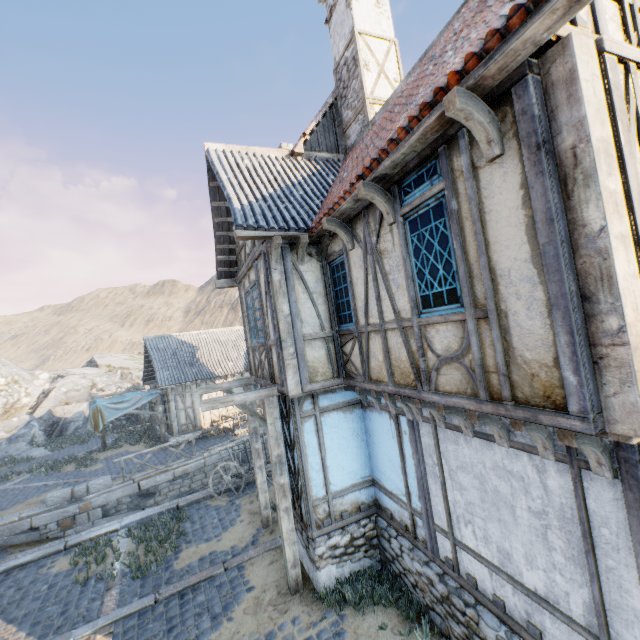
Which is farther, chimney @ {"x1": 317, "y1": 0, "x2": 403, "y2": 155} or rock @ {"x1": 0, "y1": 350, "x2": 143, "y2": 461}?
rock @ {"x1": 0, "y1": 350, "x2": 143, "y2": 461}

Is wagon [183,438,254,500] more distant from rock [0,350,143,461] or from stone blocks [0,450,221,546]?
rock [0,350,143,461]

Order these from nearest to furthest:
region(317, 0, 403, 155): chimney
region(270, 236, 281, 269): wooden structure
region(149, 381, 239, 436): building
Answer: region(270, 236, 281, 269): wooden structure, region(317, 0, 403, 155): chimney, region(149, 381, 239, 436): building

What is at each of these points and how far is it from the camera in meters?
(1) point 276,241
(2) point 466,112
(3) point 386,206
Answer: (1) wooden structure, 5.8 m
(2) wooden structure, 2.8 m
(3) wooden structure, 4.3 m

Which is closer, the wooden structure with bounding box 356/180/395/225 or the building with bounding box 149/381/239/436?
the wooden structure with bounding box 356/180/395/225

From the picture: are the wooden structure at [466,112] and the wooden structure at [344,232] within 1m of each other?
no

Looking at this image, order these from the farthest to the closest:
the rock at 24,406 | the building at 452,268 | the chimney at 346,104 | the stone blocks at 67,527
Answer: the rock at 24,406, the stone blocks at 67,527, the chimney at 346,104, the building at 452,268

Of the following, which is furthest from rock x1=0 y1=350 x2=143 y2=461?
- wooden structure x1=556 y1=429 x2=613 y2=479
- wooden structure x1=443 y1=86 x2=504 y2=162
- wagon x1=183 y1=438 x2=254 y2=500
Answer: wagon x1=183 y1=438 x2=254 y2=500
